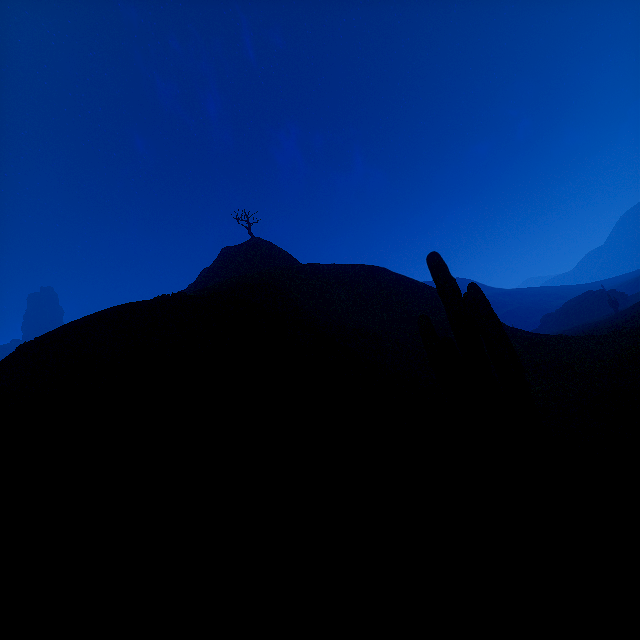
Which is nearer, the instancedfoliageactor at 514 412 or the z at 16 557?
the z at 16 557

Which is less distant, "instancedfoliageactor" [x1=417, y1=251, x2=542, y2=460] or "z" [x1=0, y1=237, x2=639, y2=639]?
"z" [x1=0, y1=237, x2=639, y2=639]

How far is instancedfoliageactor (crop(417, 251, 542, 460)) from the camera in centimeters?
531cm

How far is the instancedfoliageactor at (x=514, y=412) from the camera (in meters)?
5.31

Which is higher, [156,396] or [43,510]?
[156,396]
